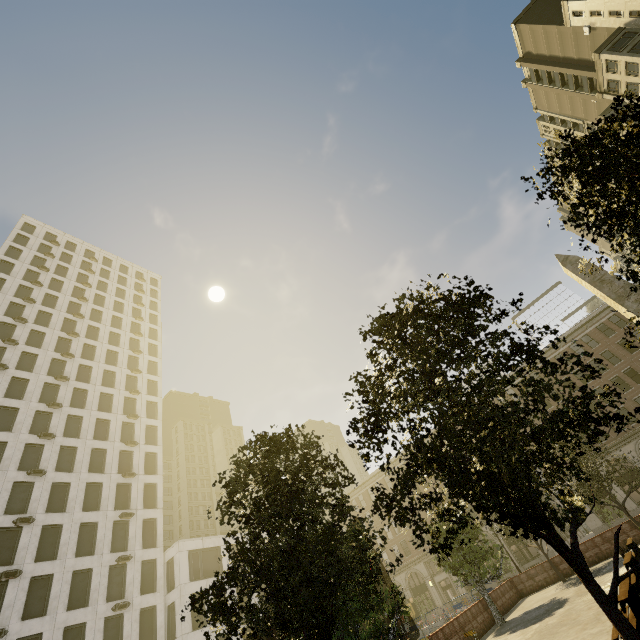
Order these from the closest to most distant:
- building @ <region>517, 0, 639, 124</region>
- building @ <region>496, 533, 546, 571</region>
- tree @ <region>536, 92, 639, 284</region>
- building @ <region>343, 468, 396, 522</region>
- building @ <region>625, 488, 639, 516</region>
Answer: tree @ <region>536, 92, 639, 284</region>, building @ <region>625, 488, 639, 516</region>, building @ <region>496, 533, 546, 571</region>, building @ <region>517, 0, 639, 124</region>, building @ <region>343, 468, 396, 522</region>

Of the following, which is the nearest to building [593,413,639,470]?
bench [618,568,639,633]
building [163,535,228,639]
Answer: building [163,535,228,639]

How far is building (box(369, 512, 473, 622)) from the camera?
43.94m

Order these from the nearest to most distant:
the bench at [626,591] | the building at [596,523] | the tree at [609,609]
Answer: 1. the tree at [609,609]
2. the bench at [626,591]
3. the building at [596,523]

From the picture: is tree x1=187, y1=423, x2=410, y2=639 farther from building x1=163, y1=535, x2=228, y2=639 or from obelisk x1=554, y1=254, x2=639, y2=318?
building x1=163, y1=535, x2=228, y2=639

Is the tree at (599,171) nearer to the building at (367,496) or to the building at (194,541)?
the building at (367,496)

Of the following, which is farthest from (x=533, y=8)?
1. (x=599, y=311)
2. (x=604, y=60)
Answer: (x=599, y=311)

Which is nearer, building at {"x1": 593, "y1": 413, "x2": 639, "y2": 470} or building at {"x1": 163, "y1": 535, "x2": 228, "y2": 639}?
building at {"x1": 163, "y1": 535, "x2": 228, "y2": 639}
